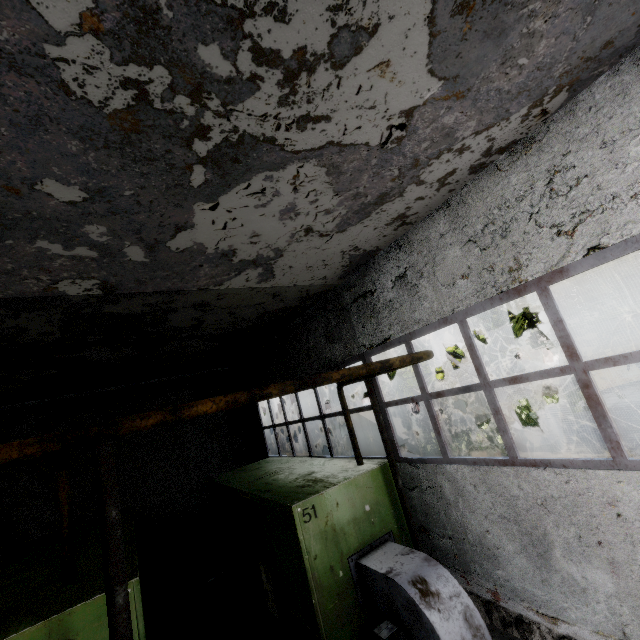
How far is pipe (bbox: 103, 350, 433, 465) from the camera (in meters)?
2.37

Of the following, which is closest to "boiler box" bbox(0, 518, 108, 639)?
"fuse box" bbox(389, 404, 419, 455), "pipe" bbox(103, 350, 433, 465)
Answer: "pipe" bbox(103, 350, 433, 465)

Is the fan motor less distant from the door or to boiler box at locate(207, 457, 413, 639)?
boiler box at locate(207, 457, 413, 639)

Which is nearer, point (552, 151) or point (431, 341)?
point (552, 151)

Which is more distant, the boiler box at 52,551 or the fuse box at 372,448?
the fuse box at 372,448

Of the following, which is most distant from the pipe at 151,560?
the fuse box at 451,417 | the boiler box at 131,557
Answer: the fuse box at 451,417

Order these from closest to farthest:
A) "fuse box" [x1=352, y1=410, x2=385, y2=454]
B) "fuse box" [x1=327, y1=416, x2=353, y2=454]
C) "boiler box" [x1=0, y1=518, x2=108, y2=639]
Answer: "boiler box" [x1=0, y1=518, x2=108, y2=639], "fuse box" [x1=327, y1=416, x2=353, y2=454], "fuse box" [x1=352, y1=410, x2=385, y2=454]

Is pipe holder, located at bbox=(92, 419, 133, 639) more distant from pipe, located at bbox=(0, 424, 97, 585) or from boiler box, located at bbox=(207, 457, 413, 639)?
pipe, located at bbox=(0, 424, 97, 585)
